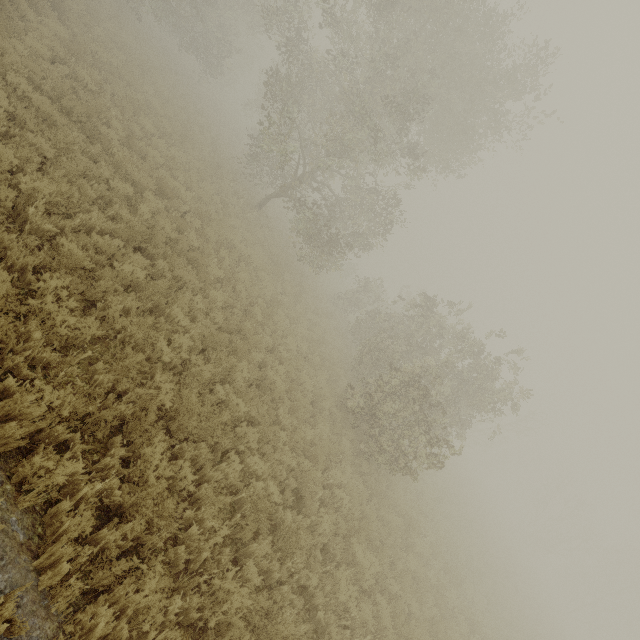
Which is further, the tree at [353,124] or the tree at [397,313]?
the tree at [353,124]

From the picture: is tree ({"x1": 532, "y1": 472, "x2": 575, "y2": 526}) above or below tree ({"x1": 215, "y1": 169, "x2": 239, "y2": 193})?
above

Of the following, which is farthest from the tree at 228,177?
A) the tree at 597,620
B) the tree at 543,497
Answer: the tree at 597,620

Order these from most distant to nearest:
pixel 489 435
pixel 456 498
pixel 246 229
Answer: pixel 489 435 < pixel 456 498 < pixel 246 229

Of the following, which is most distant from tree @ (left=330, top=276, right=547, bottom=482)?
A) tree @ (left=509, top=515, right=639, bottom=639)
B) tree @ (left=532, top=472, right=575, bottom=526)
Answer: tree @ (left=509, top=515, right=639, bottom=639)

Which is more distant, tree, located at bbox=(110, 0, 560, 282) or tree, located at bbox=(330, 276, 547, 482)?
tree, located at bbox=(110, 0, 560, 282)

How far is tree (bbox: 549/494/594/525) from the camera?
39.77m
